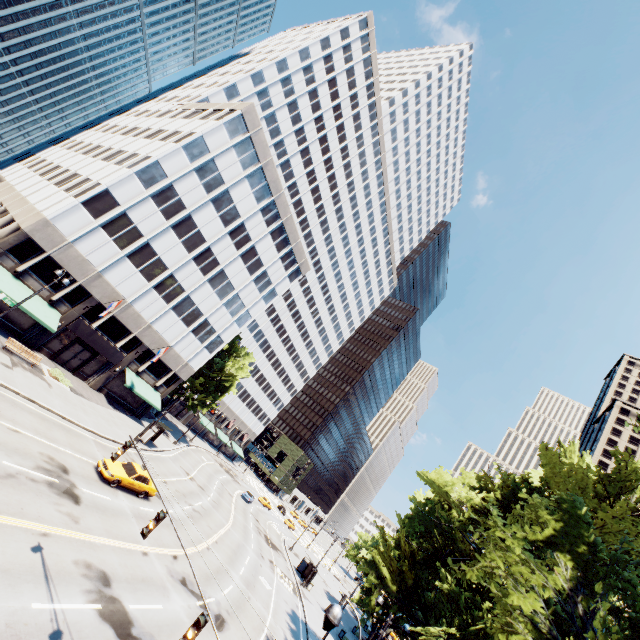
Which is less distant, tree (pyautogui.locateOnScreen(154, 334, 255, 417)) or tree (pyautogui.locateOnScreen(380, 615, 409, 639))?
tree (pyautogui.locateOnScreen(380, 615, 409, 639))

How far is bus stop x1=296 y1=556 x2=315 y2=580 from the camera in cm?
4276

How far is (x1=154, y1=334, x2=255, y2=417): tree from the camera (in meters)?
48.41

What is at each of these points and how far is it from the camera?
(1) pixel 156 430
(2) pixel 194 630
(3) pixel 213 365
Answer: (1) bus stop, 34.91m
(2) traffic light, 8.37m
(3) tree, 49.03m

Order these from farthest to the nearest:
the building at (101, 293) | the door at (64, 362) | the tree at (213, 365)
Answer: the tree at (213, 365)
the door at (64, 362)
the building at (101, 293)

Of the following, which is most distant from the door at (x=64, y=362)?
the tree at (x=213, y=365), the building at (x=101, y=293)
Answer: the tree at (x=213, y=365)

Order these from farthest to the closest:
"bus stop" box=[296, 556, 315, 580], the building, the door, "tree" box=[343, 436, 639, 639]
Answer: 1. "bus stop" box=[296, 556, 315, 580]
2. the door
3. the building
4. "tree" box=[343, 436, 639, 639]

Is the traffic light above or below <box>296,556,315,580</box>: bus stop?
above
